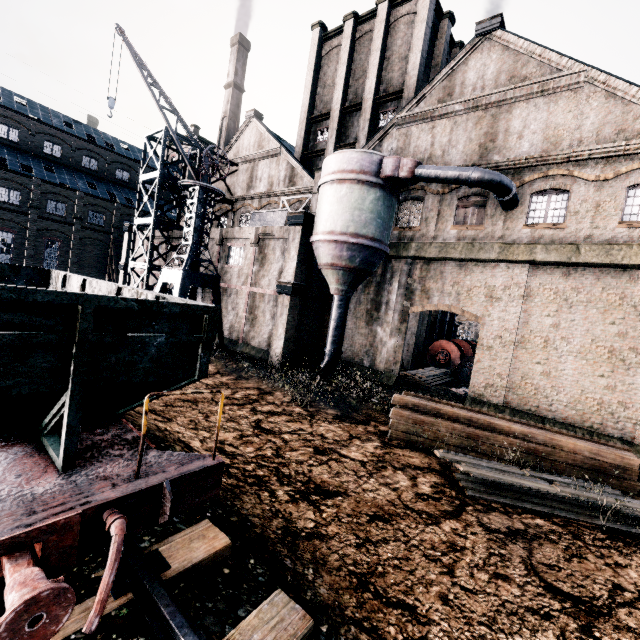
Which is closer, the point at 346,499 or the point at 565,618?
the point at 565,618

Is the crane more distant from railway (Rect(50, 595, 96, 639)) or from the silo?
railway (Rect(50, 595, 96, 639))

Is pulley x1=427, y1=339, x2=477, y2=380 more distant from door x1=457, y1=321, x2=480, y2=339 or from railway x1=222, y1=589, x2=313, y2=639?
railway x1=222, y1=589, x2=313, y2=639

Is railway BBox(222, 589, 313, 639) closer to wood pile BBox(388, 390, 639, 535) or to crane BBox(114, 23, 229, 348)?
wood pile BBox(388, 390, 639, 535)

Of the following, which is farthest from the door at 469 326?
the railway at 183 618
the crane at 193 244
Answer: the railway at 183 618

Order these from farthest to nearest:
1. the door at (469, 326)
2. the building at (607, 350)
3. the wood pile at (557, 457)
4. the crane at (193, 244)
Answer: the door at (469, 326), the crane at (193, 244), the building at (607, 350), the wood pile at (557, 457)

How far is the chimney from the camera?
45.7 meters

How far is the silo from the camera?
16.3m
